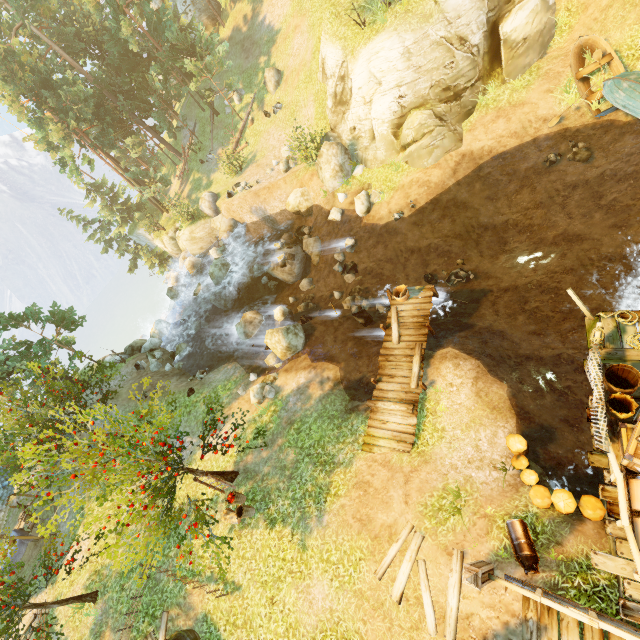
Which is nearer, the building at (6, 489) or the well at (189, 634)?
the well at (189, 634)

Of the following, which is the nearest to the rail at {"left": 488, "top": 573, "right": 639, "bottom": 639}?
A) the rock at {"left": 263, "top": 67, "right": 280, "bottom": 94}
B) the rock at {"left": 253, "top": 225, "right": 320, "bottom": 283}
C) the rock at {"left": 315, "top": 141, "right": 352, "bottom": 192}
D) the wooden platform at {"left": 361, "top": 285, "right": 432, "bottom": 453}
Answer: the wooden platform at {"left": 361, "top": 285, "right": 432, "bottom": 453}

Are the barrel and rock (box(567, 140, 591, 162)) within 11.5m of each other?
no

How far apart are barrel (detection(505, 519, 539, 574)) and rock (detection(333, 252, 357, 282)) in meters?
13.5

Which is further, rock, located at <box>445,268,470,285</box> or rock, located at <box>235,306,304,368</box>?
rock, located at <box>235,306,304,368</box>

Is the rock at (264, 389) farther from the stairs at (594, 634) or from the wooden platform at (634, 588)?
the wooden platform at (634, 588)

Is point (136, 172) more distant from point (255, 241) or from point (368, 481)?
point (368, 481)

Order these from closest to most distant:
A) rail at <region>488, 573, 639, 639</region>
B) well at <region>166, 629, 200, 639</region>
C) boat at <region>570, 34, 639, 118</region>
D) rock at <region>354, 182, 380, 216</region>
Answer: rail at <region>488, 573, 639, 639</region>, well at <region>166, 629, 200, 639</region>, boat at <region>570, 34, 639, 118</region>, rock at <region>354, 182, 380, 216</region>
